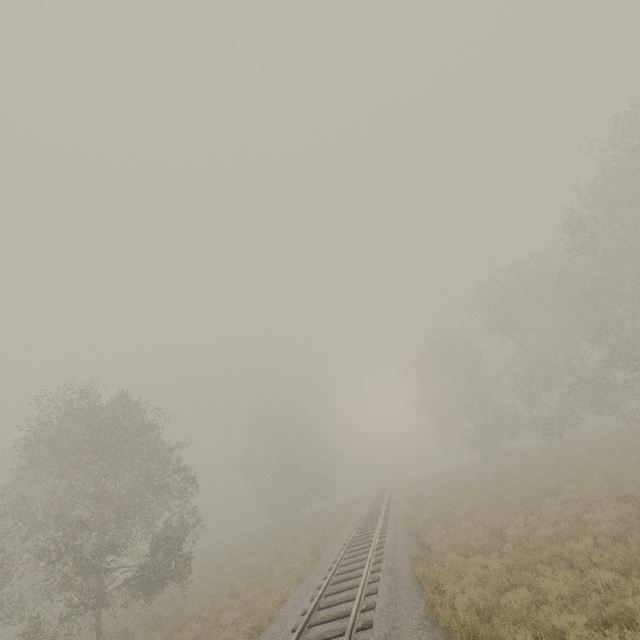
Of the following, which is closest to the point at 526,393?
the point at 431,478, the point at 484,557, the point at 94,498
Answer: the point at 431,478
